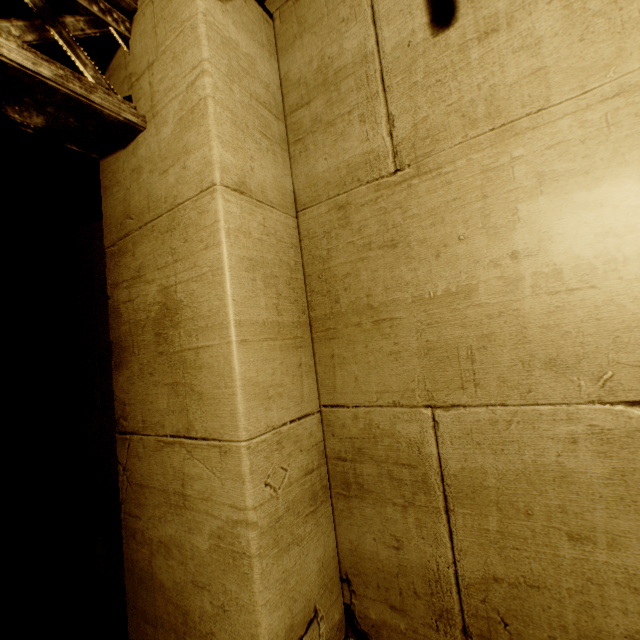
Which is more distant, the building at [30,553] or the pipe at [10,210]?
the pipe at [10,210]

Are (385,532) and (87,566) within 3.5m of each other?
no

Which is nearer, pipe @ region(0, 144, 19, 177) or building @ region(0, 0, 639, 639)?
building @ region(0, 0, 639, 639)

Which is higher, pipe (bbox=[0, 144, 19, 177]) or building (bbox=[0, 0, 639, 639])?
pipe (bbox=[0, 144, 19, 177])

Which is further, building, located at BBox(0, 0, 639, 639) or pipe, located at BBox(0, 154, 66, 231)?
pipe, located at BBox(0, 154, 66, 231)

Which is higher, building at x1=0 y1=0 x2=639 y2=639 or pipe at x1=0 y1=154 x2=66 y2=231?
pipe at x1=0 y1=154 x2=66 y2=231

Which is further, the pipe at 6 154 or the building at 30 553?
the pipe at 6 154
